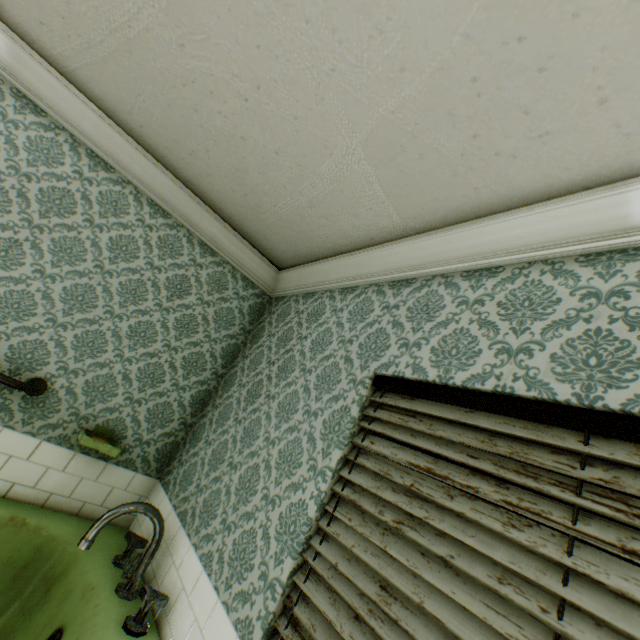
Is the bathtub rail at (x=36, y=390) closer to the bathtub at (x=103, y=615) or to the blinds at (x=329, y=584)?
the bathtub at (x=103, y=615)

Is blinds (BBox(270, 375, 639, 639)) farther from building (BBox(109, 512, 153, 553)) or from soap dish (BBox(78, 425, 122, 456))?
soap dish (BBox(78, 425, 122, 456))

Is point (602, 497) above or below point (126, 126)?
below

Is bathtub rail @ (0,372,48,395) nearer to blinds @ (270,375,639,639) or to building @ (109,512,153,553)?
building @ (109,512,153,553)

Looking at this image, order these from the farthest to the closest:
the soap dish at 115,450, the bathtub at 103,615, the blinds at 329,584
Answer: the soap dish at 115,450, the bathtub at 103,615, the blinds at 329,584

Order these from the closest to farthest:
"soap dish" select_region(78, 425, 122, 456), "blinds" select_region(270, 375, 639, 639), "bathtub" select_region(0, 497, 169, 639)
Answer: "blinds" select_region(270, 375, 639, 639), "bathtub" select_region(0, 497, 169, 639), "soap dish" select_region(78, 425, 122, 456)

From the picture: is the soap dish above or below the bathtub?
above

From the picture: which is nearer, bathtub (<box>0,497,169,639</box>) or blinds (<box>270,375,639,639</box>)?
blinds (<box>270,375,639,639</box>)
